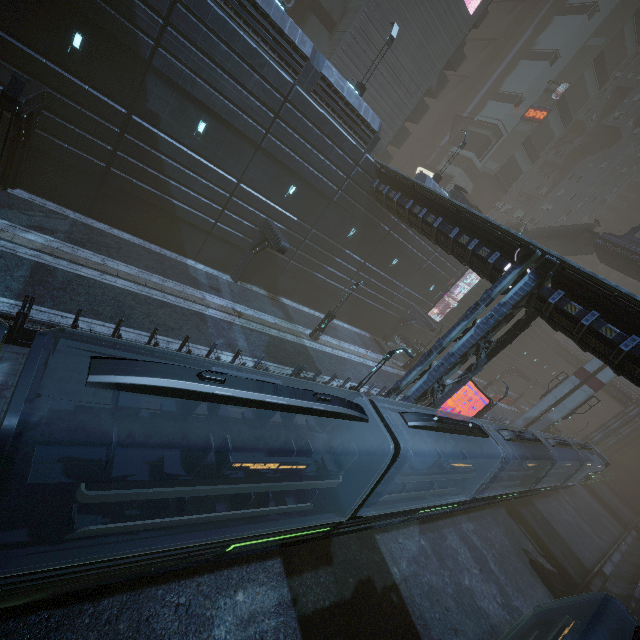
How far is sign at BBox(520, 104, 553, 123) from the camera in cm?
4416

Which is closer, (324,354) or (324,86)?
(324,86)

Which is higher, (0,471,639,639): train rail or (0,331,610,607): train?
(0,331,610,607): train

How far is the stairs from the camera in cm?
3331

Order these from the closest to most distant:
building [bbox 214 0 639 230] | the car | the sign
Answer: building [bbox 214 0 639 230] → the car → the sign

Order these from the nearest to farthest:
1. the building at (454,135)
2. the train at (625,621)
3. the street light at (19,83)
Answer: the train at (625,621)
the street light at (19,83)
the building at (454,135)

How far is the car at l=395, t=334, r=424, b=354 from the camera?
33.0m

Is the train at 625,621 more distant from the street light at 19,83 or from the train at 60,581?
the street light at 19,83
